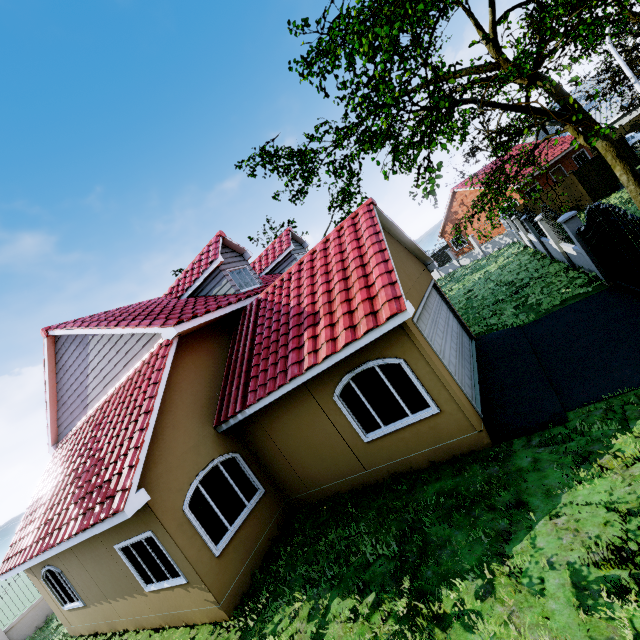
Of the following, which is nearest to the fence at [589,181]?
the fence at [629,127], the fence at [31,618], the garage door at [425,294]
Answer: the garage door at [425,294]

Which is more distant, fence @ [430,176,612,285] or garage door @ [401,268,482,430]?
fence @ [430,176,612,285]

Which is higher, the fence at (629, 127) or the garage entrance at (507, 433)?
the fence at (629, 127)

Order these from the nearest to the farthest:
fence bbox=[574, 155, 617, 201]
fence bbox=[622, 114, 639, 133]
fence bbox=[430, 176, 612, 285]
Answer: fence bbox=[430, 176, 612, 285] → fence bbox=[574, 155, 617, 201] → fence bbox=[622, 114, 639, 133]

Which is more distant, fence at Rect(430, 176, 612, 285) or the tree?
fence at Rect(430, 176, 612, 285)

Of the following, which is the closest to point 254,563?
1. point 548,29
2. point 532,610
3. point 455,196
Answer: point 532,610

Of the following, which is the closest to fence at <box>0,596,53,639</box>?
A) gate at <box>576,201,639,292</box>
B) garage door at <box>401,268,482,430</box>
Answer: garage door at <box>401,268,482,430</box>

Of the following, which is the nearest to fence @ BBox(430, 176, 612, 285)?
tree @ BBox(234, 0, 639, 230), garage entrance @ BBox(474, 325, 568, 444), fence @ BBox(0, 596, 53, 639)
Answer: tree @ BBox(234, 0, 639, 230)
